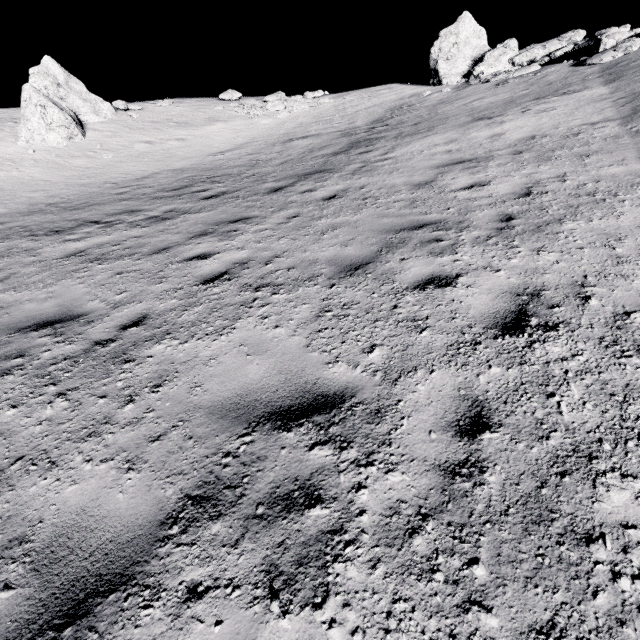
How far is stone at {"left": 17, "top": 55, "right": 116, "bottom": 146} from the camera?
15.26m

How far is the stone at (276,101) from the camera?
20.6m

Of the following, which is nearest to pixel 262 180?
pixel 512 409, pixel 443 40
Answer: pixel 512 409

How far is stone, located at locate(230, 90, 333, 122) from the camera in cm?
2058

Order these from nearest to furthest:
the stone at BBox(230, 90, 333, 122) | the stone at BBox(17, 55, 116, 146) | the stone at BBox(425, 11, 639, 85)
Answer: the stone at BBox(425, 11, 639, 85) < the stone at BBox(17, 55, 116, 146) < the stone at BBox(230, 90, 333, 122)

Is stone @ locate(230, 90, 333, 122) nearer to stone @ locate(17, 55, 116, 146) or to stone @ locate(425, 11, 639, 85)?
stone @ locate(17, 55, 116, 146)

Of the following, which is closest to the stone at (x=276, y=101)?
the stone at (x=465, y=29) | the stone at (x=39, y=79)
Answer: the stone at (x=39, y=79)
